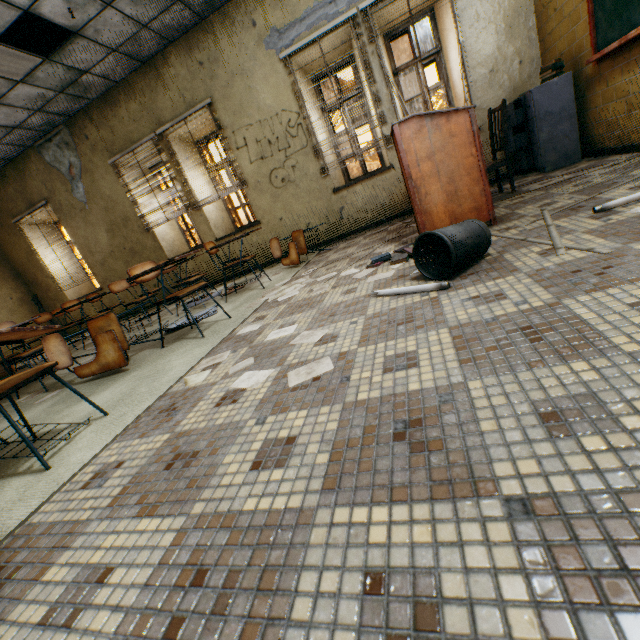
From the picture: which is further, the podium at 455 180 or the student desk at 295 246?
the student desk at 295 246

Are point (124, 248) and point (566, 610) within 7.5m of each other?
no

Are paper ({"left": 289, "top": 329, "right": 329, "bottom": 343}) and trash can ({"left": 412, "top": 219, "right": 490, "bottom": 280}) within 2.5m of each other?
yes

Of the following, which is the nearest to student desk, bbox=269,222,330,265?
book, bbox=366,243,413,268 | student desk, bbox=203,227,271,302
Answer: student desk, bbox=203,227,271,302

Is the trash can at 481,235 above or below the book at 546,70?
below

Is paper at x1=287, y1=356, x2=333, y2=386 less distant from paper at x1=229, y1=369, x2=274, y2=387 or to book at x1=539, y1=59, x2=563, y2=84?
paper at x1=229, y1=369, x2=274, y2=387

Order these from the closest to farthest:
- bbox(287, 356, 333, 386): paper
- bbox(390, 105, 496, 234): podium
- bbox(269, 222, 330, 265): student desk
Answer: bbox(287, 356, 333, 386): paper < bbox(390, 105, 496, 234): podium < bbox(269, 222, 330, 265): student desk

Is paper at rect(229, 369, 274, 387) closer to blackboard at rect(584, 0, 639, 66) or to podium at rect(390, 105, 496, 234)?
podium at rect(390, 105, 496, 234)
